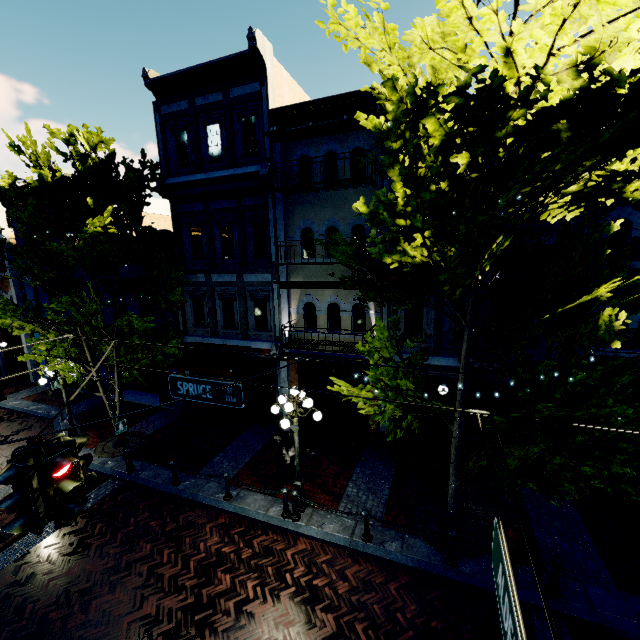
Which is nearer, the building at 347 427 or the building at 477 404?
the building at 477 404

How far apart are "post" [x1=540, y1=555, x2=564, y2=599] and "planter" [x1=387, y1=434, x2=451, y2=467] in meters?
3.6

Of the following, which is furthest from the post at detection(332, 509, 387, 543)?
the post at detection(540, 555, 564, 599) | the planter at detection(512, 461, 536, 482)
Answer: the planter at detection(512, 461, 536, 482)

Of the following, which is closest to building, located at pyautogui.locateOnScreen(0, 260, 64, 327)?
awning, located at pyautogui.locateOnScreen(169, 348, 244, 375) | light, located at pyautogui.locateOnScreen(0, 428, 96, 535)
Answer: awning, located at pyautogui.locateOnScreen(169, 348, 244, 375)

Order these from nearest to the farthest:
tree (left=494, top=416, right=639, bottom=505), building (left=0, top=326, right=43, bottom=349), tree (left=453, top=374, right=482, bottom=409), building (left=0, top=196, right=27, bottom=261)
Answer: tree (left=494, top=416, right=639, bottom=505), tree (left=453, top=374, right=482, bottom=409), building (left=0, top=196, right=27, bottom=261), building (left=0, top=326, right=43, bottom=349)

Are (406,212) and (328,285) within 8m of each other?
yes

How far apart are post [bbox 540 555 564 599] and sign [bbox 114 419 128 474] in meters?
12.0

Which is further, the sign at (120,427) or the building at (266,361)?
the building at (266,361)
